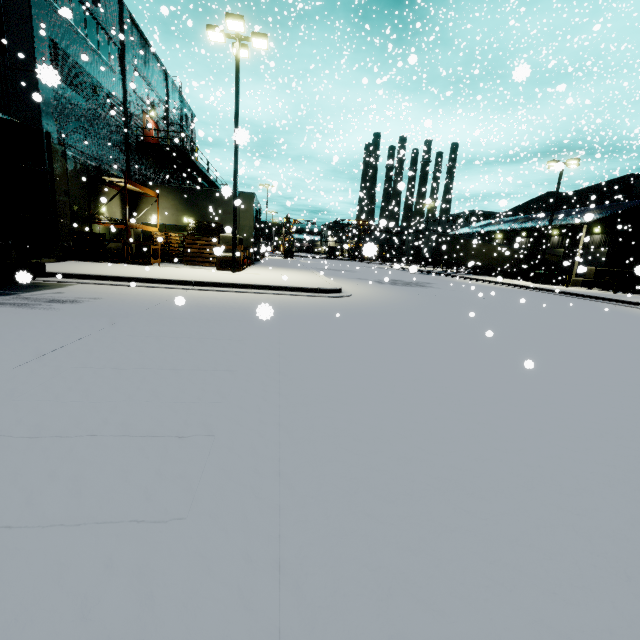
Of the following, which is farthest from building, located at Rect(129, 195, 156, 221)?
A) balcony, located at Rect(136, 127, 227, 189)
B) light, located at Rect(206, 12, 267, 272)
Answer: light, located at Rect(206, 12, 267, 272)

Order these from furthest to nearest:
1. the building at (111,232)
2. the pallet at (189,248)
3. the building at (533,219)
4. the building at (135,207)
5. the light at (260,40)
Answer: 1. the building at (533,219)
2. the building at (135,207)
3. the pallet at (189,248)
4. the building at (111,232)
5. the light at (260,40)

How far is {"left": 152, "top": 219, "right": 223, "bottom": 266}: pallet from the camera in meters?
19.8

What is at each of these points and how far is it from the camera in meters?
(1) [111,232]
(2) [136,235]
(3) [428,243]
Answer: (1) building, 19.6
(2) building, 21.9
(3) semi trailer, 35.3

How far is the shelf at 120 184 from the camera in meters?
16.6

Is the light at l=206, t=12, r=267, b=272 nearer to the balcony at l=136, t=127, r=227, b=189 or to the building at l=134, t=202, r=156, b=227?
the building at l=134, t=202, r=156, b=227

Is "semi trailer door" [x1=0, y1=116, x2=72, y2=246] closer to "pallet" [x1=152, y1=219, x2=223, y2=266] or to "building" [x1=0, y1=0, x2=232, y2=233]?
"building" [x1=0, y1=0, x2=232, y2=233]
